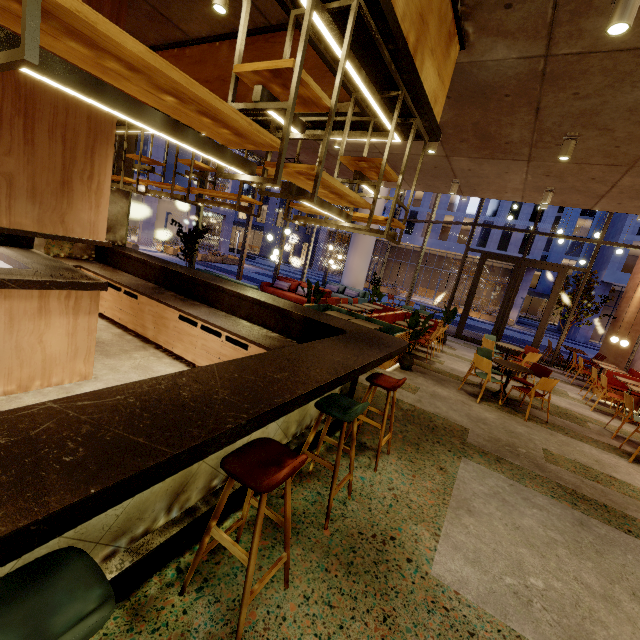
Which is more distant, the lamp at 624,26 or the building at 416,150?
the building at 416,150

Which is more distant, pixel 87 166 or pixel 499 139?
pixel 499 139

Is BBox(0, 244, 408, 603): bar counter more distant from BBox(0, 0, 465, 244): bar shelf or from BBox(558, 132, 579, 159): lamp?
BBox(558, 132, 579, 159): lamp

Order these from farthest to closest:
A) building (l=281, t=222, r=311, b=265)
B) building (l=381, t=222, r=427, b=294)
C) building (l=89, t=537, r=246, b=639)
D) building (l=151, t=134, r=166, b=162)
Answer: building (l=281, t=222, r=311, b=265)
building (l=381, t=222, r=427, b=294)
building (l=151, t=134, r=166, b=162)
building (l=89, t=537, r=246, b=639)

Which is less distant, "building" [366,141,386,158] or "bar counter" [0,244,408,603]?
"bar counter" [0,244,408,603]

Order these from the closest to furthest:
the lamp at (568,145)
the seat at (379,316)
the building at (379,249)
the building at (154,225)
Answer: the lamp at (568,145), the seat at (379,316), the building at (154,225), the building at (379,249)

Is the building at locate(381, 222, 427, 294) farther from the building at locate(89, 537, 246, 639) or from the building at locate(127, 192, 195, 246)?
the building at locate(127, 192, 195, 246)

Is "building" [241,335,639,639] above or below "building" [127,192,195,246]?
below
